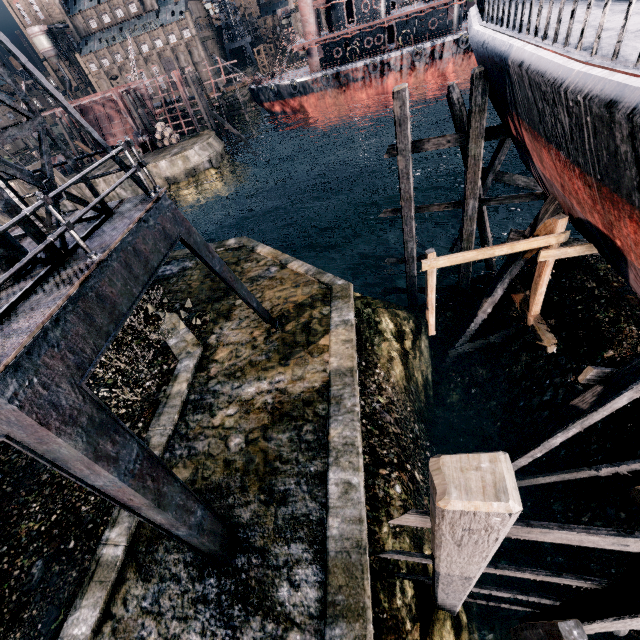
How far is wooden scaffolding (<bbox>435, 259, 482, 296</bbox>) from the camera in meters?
16.3

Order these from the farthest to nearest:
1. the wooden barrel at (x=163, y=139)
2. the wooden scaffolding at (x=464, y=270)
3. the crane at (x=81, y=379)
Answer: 1. the wooden barrel at (x=163, y=139)
2. the wooden scaffolding at (x=464, y=270)
3. the crane at (x=81, y=379)

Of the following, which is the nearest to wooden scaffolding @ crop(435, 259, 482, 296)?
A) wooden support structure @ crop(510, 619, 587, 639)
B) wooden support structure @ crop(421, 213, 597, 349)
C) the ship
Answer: the ship

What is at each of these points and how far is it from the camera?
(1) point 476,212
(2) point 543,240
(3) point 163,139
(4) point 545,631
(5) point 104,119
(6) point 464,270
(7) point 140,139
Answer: (1) wooden scaffolding, 14.2m
(2) wooden support structure, 9.9m
(3) wooden barrel, 42.7m
(4) wooden support structure, 4.8m
(5) ship construction, 52.6m
(6) wooden scaffolding, 16.4m
(7) pulley, 42.2m

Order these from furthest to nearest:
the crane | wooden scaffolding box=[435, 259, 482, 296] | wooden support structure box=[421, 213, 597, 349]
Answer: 1. wooden scaffolding box=[435, 259, 482, 296]
2. wooden support structure box=[421, 213, 597, 349]
3. the crane

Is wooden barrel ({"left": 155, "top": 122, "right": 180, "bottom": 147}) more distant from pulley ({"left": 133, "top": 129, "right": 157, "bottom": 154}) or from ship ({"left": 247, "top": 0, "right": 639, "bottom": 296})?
ship ({"left": 247, "top": 0, "right": 639, "bottom": 296})

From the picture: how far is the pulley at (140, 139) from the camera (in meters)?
41.91

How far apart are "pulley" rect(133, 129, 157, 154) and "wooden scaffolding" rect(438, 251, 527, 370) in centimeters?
4570cm
